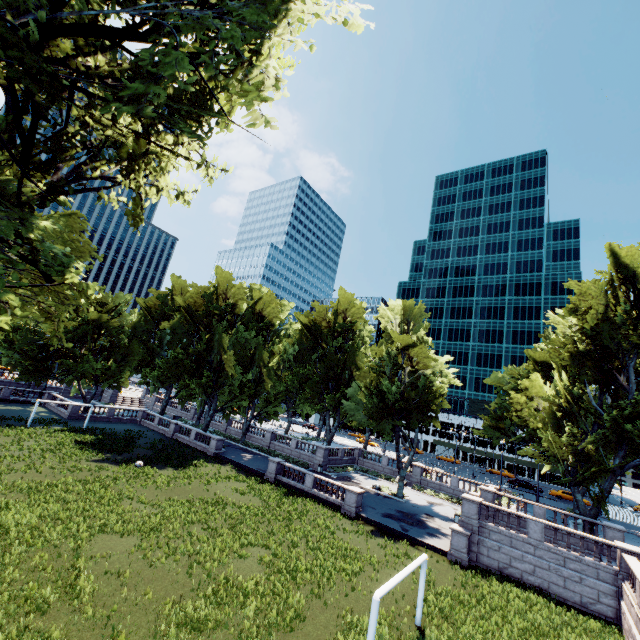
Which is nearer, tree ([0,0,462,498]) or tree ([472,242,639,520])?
tree ([0,0,462,498])

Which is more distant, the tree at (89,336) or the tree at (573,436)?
the tree at (573,436)

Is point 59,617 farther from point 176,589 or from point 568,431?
point 568,431
